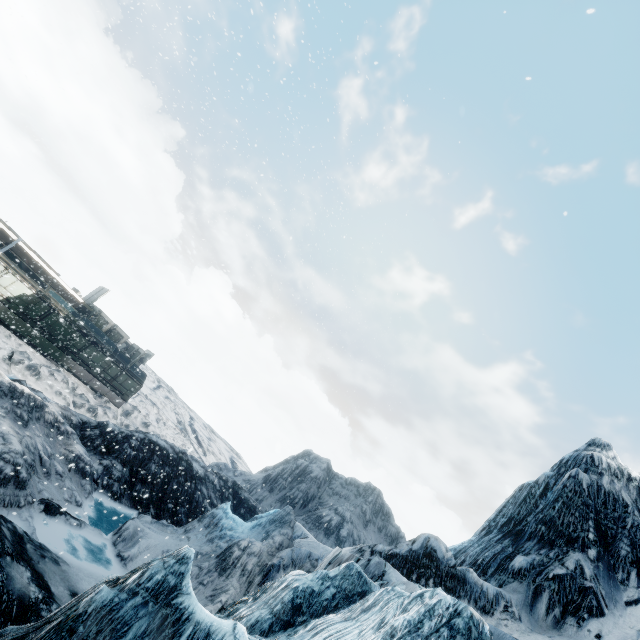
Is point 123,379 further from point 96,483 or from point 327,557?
point 327,557
